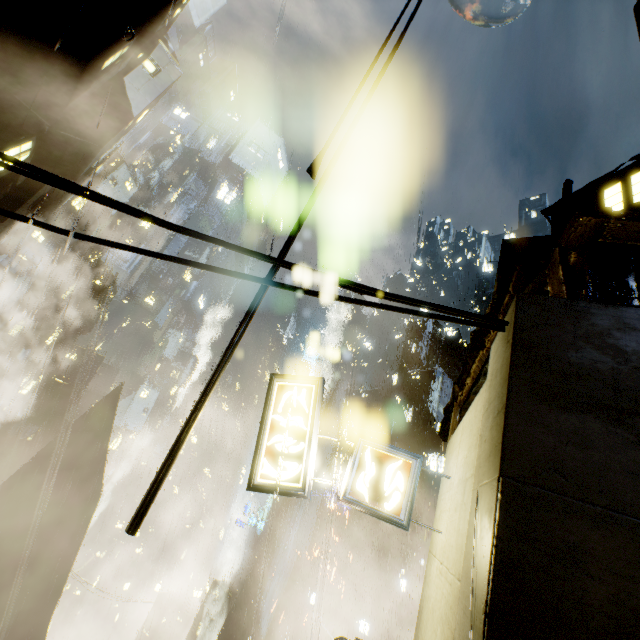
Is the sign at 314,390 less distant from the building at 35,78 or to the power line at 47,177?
the building at 35,78

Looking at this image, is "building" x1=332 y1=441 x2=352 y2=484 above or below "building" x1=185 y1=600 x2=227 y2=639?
above

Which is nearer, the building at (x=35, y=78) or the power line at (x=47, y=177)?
the power line at (x=47, y=177)

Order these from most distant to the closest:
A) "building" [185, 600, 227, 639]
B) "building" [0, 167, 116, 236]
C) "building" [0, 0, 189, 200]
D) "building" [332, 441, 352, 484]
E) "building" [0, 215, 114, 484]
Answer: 1. "building" [185, 600, 227, 639]
2. "building" [0, 215, 114, 484]
3. "building" [332, 441, 352, 484]
4. "building" [0, 167, 116, 236]
5. "building" [0, 0, 189, 200]

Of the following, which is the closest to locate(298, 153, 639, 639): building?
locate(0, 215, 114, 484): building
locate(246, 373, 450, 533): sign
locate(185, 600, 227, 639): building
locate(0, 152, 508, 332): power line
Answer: locate(0, 152, 508, 332): power line

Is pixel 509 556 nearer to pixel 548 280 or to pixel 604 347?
pixel 604 347

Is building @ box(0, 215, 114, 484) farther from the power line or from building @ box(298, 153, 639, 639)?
the power line

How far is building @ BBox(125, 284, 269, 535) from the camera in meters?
3.5 m
